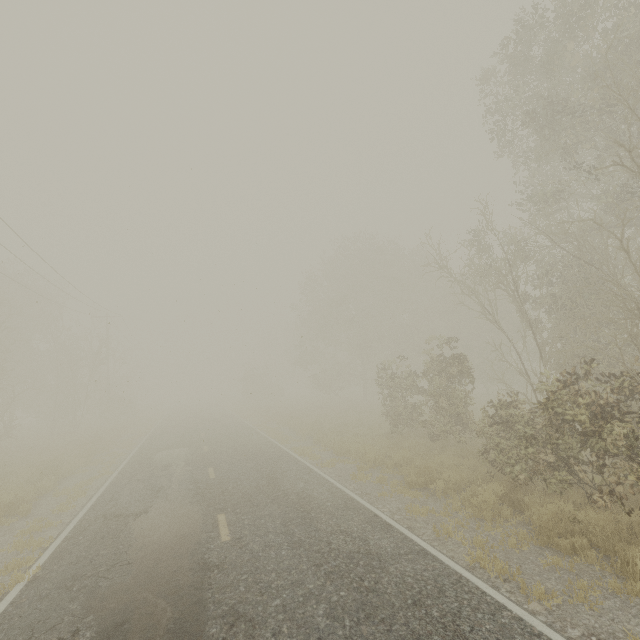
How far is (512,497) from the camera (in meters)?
8.09
